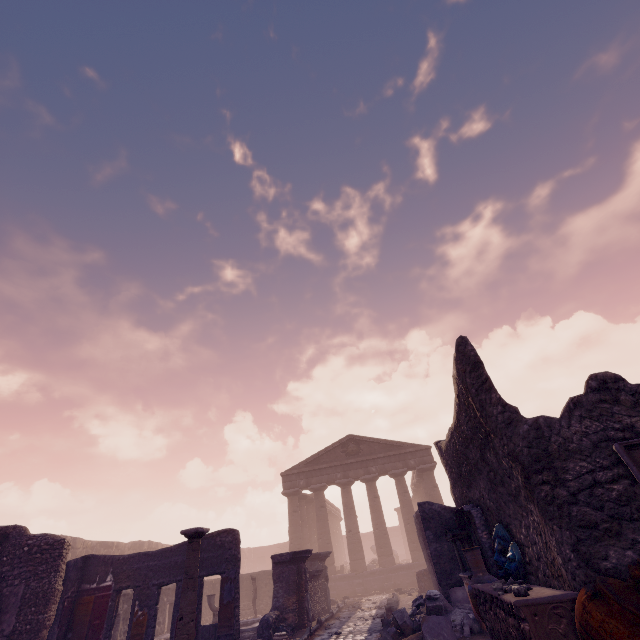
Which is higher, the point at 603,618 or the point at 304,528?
the point at 304,528

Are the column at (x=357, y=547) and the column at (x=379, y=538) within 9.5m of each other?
yes

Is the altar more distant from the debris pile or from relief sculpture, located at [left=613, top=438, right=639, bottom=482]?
relief sculpture, located at [left=613, top=438, right=639, bottom=482]

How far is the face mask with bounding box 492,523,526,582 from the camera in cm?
513

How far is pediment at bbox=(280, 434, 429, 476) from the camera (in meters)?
24.02

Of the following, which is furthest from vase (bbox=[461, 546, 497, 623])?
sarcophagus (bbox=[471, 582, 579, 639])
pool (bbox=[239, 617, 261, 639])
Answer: pool (bbox=[239, 617, 261, 639])

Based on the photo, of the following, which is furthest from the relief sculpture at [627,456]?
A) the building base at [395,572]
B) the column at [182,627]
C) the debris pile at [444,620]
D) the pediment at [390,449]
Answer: the pediment at [390,449]

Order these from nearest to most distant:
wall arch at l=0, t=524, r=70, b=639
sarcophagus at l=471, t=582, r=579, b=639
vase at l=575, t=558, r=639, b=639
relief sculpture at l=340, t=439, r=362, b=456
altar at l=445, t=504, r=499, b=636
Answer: vase at l=575, t=558, r=639, b=639, sarcophagus at l=471, t=582, r=579, b=639, altar at l=445, t=504, r=499, b=636, wall arch at l=0, t=524, r=70, b=639, relief sculpture at l=340, t=439, r=362, b=456
